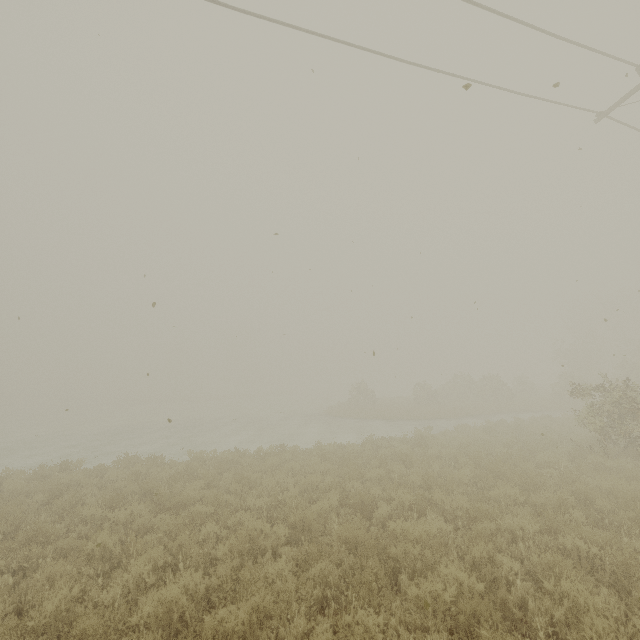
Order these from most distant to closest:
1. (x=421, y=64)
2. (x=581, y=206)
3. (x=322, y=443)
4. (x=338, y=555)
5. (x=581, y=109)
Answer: (x=322, y=443) < (x=581, y=206) < (x=581, y=109) < (x=421, y=64) < (x=338, y=555)
